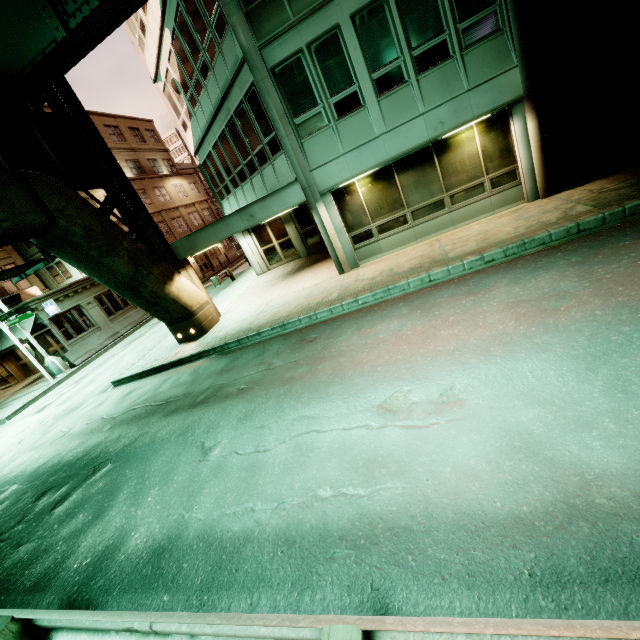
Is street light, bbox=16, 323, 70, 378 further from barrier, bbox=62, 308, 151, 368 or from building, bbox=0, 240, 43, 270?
building, bbox=0, 240, 43, 270

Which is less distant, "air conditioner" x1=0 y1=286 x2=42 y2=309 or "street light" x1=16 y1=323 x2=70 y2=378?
"street light" x1=16 y1=323 x2=70 y2=378

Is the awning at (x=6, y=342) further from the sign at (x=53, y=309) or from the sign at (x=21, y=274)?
the sign at (x=21, y=274)

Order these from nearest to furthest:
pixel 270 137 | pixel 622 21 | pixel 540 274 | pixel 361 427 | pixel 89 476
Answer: pixel 361 427, pixel 540 274, pixel 89 476, pixel 622 21, pixel 270 137

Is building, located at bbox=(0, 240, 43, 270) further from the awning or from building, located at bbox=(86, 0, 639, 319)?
building, located at bbox=(86, 0, 639, 319)

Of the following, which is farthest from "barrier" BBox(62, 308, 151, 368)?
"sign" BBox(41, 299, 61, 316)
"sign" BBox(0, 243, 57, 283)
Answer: "sign" BBox(0, 243, 57, 283)

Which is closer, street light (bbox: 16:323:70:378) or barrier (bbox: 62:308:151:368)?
street light (bbox: 16:323:70:378)

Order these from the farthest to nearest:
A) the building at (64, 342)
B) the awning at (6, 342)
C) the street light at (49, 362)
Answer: the building at (64, 342)
the awning at (6, 342)
the street light at (49, 362)
